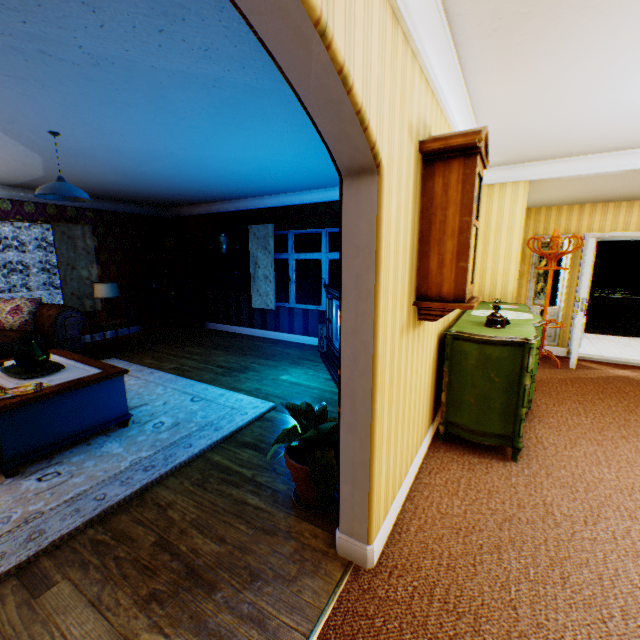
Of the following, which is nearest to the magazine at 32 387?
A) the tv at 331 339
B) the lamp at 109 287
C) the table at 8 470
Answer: the table at 8 470

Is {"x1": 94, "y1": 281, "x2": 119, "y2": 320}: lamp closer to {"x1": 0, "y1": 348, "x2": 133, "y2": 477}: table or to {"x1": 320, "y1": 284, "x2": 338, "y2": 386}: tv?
{"x1": 0, "y1": 348, "x2": 133, "y2": 477}: table

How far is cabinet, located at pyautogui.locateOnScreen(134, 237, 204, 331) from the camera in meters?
8.1 m

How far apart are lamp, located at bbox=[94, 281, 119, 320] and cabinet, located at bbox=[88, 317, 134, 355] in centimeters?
49cm

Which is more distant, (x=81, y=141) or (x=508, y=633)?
(x=81, y=141)

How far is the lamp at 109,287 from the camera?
6.29m

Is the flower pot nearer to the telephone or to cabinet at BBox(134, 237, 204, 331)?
the telephone

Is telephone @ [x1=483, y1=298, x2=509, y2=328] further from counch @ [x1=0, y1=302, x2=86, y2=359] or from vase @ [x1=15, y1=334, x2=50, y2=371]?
counch @ [x1=0, y1=302, x2=86, y2=359]
